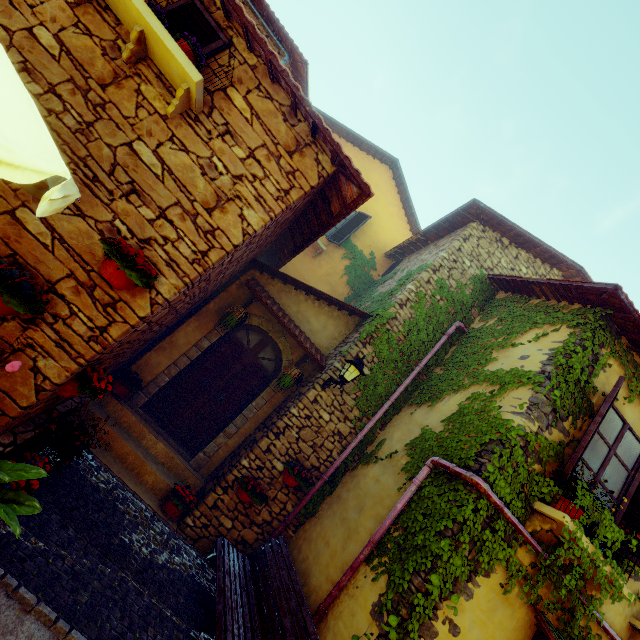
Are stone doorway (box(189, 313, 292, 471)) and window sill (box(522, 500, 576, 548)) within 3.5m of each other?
no

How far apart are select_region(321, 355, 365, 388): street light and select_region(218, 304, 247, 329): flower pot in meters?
2.0

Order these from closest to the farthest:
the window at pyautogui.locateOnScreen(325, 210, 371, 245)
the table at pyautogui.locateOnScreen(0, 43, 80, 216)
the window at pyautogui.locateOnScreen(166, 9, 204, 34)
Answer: the table at pyautogui.locateOnScreen(0, 43, 80, 216)
the window at pyautogui.locateOnScreen(166, 9, 204, 34)
the window at pyautogui.locateOnScreen(325, 210, 371, 245)

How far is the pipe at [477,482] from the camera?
3.99m

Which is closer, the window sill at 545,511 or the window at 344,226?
the window sill at 545,511

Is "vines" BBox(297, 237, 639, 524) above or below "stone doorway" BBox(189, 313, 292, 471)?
above

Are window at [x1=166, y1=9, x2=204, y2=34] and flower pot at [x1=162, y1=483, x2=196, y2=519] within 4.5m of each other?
no

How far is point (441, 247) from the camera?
8.3 meters
